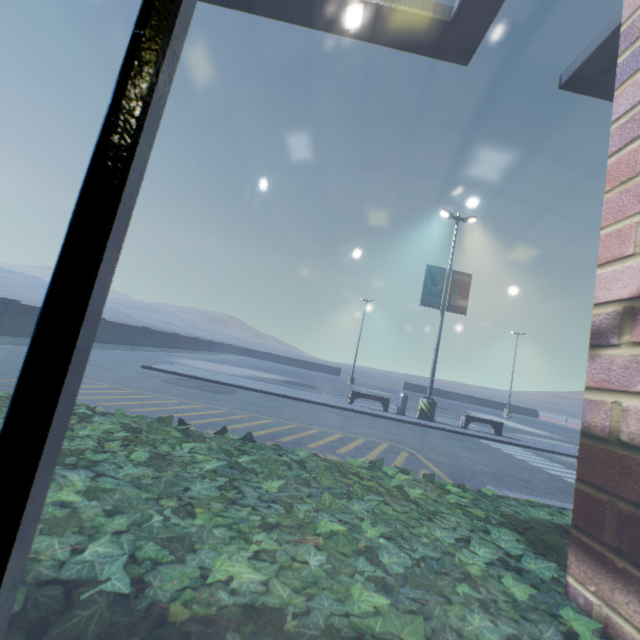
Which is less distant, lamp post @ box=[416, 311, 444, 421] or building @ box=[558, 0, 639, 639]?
building @ box=[558, 0, 639, 639]

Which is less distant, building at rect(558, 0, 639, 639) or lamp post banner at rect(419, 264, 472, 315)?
building at rect(558, 0, 639, 639)

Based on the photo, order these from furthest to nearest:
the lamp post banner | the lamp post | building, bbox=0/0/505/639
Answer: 1. the lamp post banner
2. the lamp post
3. building, bbox=0/0/505/639

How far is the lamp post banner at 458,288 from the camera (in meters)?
15.09

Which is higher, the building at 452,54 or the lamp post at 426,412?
the building at 452,54

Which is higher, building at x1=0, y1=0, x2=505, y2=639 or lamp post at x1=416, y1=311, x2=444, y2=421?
building at x1=0, y1=0, x2=505, y2=639

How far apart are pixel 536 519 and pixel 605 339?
0.8m
